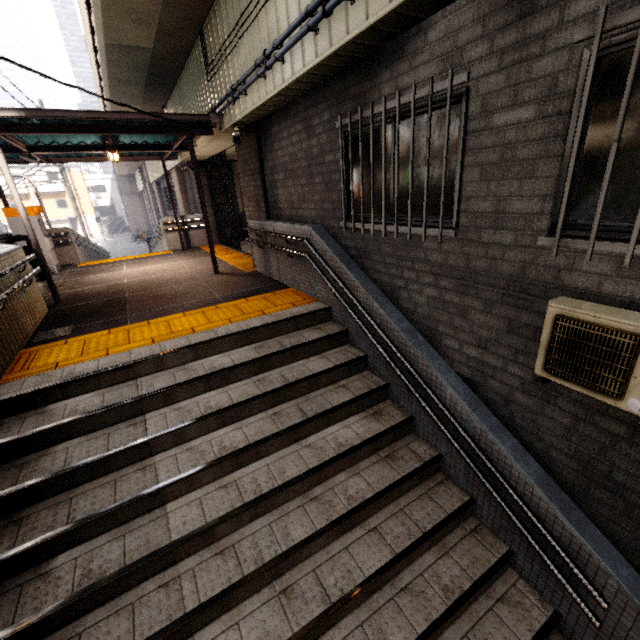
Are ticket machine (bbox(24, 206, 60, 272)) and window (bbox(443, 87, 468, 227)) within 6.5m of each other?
no

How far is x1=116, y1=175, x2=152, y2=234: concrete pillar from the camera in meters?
36.3 m

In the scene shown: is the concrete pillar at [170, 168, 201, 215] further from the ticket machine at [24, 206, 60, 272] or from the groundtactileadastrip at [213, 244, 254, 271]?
the ticket machine at [24, 206, 60, 272]

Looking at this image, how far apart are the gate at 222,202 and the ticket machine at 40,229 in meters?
5.0 m

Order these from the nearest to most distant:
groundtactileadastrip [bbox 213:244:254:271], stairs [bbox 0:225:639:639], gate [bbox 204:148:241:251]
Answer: stairs [bbox 0:225:639:639] < groundtactileadastrip [bbox 213:244:254:271] < gate [bbox 204:148:241:251]

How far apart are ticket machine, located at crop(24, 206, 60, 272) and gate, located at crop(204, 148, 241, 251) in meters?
5.0 m

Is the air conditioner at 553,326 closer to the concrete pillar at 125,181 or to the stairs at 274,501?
the stairs at 274,501

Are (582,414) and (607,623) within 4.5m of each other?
yes
